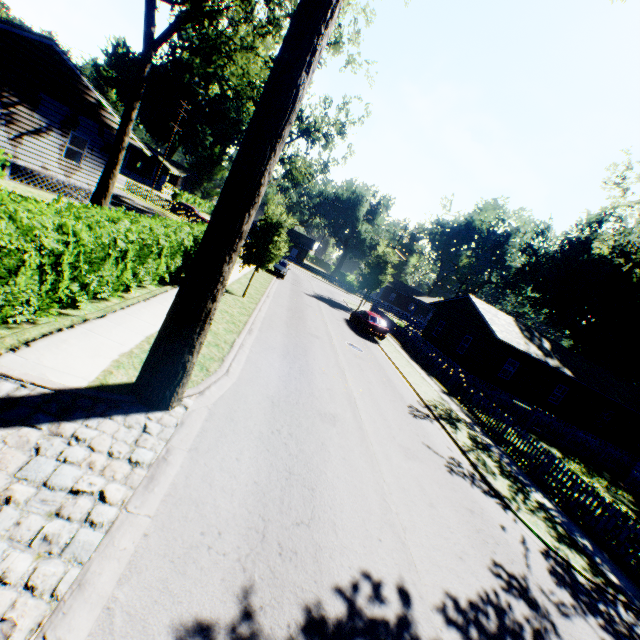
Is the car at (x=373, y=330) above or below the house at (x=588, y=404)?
below

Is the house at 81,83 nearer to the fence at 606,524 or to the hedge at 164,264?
the hedge at 164,264

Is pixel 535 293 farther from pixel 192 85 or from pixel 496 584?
pixel 192 85

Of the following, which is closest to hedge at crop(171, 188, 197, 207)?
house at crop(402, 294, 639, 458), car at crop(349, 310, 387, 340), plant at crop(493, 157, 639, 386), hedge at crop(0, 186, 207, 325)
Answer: hedge at crop(0, 186, 207, 325)

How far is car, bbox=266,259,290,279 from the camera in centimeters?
2972cm

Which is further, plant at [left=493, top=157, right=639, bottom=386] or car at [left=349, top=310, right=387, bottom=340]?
plant at [left=493, top=157, right=639, bottom=386]

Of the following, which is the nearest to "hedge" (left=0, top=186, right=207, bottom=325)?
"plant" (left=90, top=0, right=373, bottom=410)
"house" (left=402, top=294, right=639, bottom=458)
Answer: "plant" (left=90, top=0, right=373, bottom=410)

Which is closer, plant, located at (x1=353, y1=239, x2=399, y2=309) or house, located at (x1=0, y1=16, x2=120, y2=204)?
house, located at (x1=0, y1=16, x2=120, y2=204)
